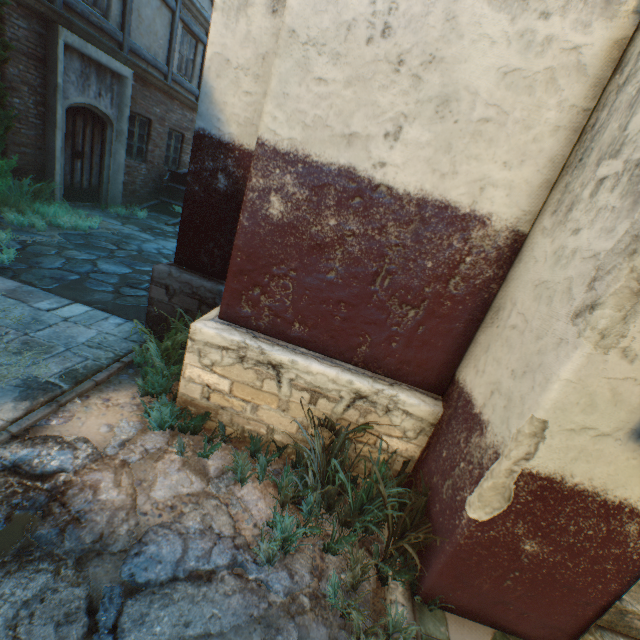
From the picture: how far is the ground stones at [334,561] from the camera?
2.01m

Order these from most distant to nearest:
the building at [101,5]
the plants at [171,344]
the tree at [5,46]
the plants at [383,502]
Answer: the building at [101,5]
the tree at [5,46]
the plants at [171,344]
the plants at [383,502]

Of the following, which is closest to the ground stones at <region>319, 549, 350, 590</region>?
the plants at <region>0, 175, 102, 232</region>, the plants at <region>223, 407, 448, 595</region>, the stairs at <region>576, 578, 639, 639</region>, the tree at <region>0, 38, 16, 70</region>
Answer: the plants at <region>223, 407, 448, 595</region>

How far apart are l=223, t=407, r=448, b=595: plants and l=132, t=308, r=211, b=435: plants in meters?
0.8 m

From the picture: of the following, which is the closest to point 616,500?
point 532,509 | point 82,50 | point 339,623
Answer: point 532,509

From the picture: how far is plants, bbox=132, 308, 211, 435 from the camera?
2.69m

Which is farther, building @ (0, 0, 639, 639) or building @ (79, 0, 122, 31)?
building @ (79, 0, 122, 31)

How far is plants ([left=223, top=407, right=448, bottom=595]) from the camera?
2.06m
